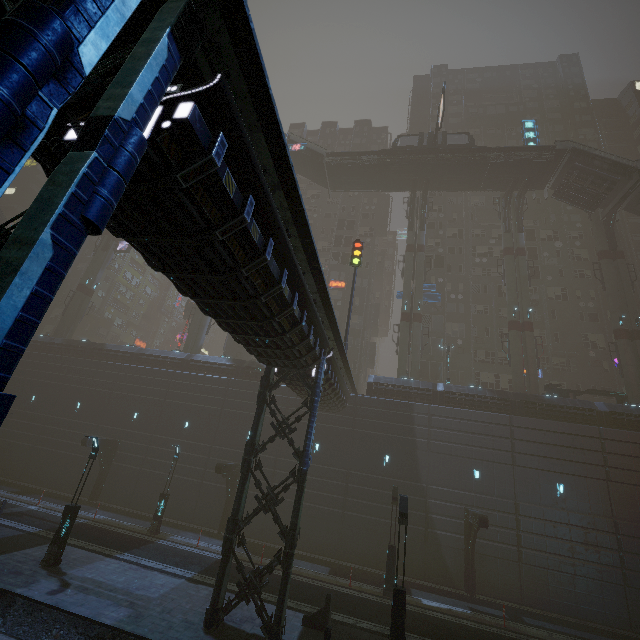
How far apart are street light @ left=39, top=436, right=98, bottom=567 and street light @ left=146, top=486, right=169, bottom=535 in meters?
6.7 m

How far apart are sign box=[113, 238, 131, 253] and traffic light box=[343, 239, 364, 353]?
35.4 meters

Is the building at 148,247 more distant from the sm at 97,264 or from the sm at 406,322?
the sm at 406,322

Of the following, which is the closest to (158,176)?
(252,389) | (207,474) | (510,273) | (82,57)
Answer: (82,57)

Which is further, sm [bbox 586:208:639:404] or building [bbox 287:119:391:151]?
building [bbox 287:119:391:151]

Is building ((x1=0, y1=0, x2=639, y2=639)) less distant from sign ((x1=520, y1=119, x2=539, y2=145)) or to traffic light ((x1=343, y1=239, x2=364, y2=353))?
traffic light ((x1=343, y1=239, x2=364, y2=353))

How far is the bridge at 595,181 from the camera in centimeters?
3132cm

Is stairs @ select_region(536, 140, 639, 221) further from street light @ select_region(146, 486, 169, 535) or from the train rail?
street light @ select_region(146, 486, 169, 535)
